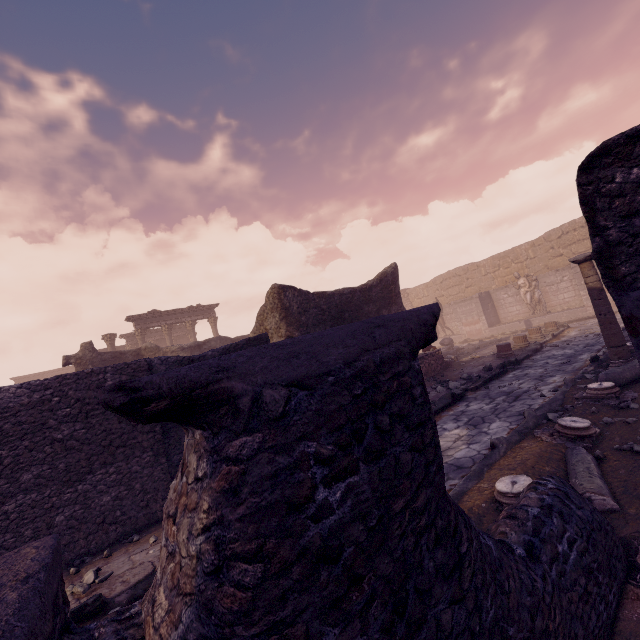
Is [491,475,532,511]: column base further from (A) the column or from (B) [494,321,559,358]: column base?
(B) [494,321,559,358]: column base

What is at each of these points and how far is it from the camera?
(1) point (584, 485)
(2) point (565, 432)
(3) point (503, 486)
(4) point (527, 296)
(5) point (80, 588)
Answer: (1) column piece, 3.0m
(2) column base, 4.3m
(3) column base, 3.3m
(4) sculpture, 18.9m
(5) stone, 4.0m

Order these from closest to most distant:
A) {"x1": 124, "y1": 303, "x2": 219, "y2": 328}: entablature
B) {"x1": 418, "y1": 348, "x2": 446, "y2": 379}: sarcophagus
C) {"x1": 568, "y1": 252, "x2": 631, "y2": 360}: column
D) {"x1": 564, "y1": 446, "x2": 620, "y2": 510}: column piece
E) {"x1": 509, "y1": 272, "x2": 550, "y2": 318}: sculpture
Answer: {"x1": 564, "y1": 446, "x2": 620, "y2": 510}: column piece, {"x1": 568, "y1": 252, "x2": 631, "y2": 360}: column, {"x1": 418, "y1": 348, "x2": 446, "y2": 379}: sarcophagus, {"x1": 509, "y1": 272, "x2": 550, "y2": 318}: sculpture, {"x1": 124, "y1": 303, "x2": 219, "y2": 328}: entablature

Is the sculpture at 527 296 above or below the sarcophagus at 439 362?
above

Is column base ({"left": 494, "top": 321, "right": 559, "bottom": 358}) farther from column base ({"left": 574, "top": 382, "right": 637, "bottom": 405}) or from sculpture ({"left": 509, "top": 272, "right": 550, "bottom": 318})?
sculpture ({"left": 509, "top": 272, "right": 550, "bottom": 318})

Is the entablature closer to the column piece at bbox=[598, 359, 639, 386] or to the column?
the column

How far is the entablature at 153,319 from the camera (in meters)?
22.53

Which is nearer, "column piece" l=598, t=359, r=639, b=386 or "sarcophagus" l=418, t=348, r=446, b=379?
"column piece" l=598, t=359, r=639, b=386
